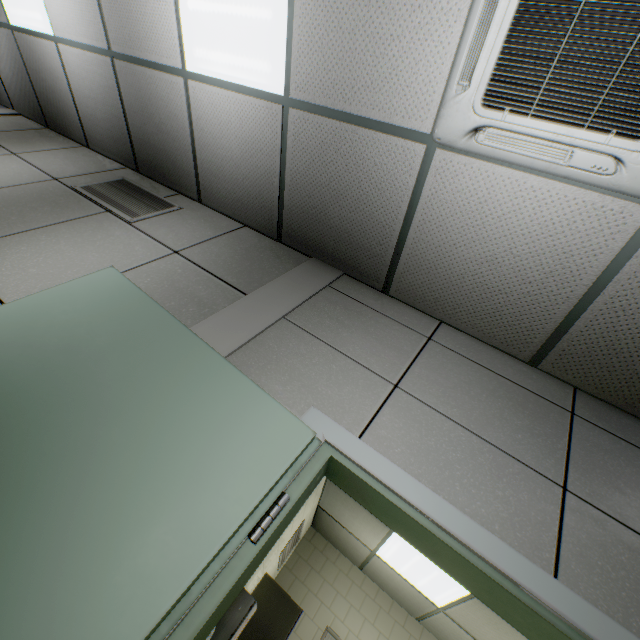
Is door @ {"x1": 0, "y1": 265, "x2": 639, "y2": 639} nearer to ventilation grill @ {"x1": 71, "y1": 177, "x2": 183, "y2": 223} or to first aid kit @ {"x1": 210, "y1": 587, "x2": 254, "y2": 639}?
ventilation grill @ {"x1": 71, "y1": 177, "x2": 183, "y2": 223}

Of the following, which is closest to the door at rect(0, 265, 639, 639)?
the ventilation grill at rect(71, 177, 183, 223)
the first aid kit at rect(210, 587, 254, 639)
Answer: the ventilation grill at rect(71, 177, 183, 223)

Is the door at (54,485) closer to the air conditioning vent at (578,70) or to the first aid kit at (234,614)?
the air conditioning vent at (578,70)

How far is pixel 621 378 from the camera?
1.67m

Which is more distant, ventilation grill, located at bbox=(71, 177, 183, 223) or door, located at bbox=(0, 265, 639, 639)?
ventilation grill, located at bbox=(71, 177, 183, 223)

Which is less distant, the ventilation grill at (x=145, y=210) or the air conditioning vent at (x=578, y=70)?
the air conditioning vent at (x=578, y=70)

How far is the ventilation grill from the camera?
2.7 meters
